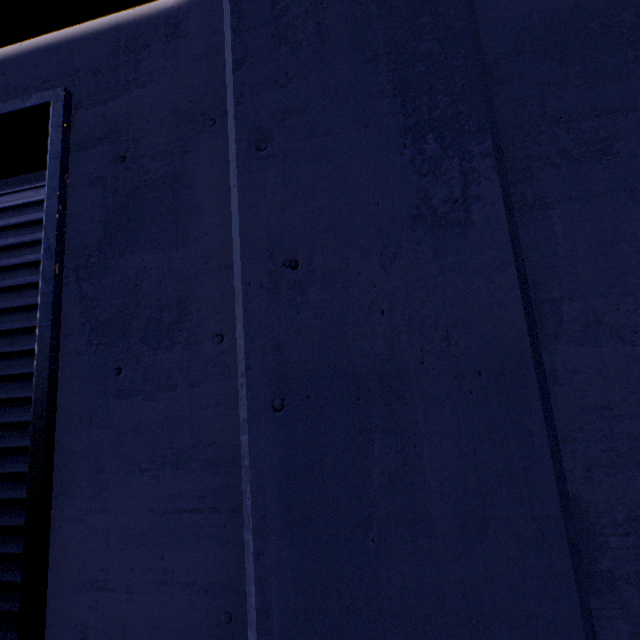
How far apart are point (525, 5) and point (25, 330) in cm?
301
